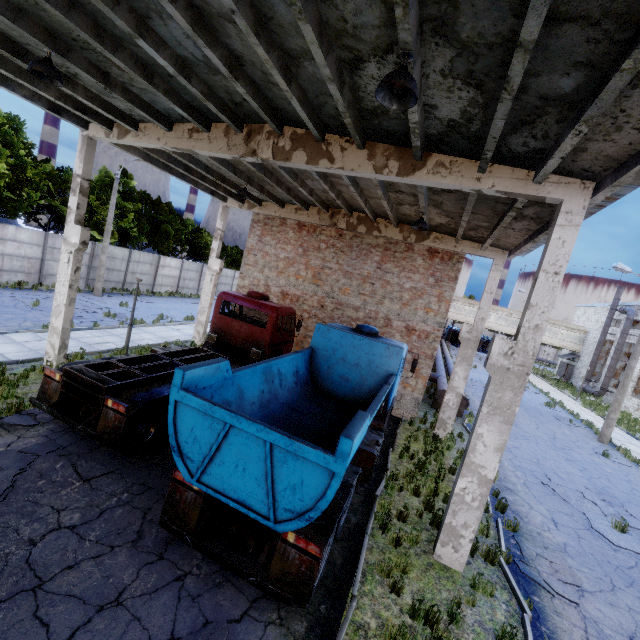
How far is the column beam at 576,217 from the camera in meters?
6.0 m

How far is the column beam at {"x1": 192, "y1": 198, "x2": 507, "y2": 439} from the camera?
12.6m

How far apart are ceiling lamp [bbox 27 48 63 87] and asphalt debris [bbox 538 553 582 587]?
13.7 meters

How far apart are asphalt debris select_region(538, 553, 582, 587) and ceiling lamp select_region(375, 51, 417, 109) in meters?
9.2 m

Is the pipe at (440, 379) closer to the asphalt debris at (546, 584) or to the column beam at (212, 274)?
the column beam at (212, 274)

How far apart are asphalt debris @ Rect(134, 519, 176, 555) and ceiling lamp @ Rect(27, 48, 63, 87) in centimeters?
841cm

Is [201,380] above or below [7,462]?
above

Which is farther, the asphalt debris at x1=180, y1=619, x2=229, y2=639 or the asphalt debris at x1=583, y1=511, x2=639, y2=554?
the asphalt debris at x1=583, y1=511, x2=639, y2=554
